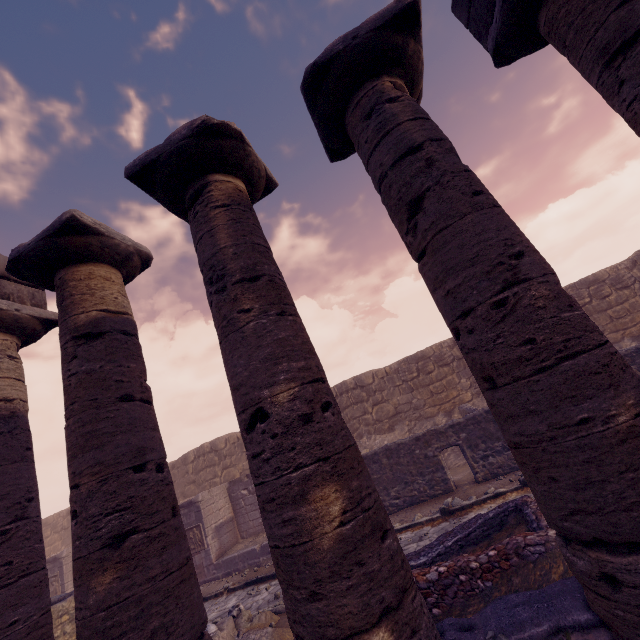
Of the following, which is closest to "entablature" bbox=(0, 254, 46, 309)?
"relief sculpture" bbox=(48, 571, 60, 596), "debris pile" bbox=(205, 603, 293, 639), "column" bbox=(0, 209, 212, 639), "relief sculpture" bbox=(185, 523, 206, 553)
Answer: "column" bbox=(0, 209, 212, 639)

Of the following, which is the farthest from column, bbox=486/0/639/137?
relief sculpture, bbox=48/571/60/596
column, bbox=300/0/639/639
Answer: relief sculpture, bbox=48/571/60/596

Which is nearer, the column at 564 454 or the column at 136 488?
the column at 564 454

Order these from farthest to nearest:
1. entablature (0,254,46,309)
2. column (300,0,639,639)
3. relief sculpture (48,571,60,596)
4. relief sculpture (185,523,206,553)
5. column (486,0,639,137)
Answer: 1. relief sculpture (48,571,60,596)
2. relief sculpture (185,523,206,553)
3. entablature (0,254,46,309)
4. column (486,0,639,137)
5. column (300,0,639,639)

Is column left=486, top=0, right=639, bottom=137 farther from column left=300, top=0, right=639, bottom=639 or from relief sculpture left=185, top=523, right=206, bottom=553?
relief sculpture left=185, top=523, right=206, bottom=553

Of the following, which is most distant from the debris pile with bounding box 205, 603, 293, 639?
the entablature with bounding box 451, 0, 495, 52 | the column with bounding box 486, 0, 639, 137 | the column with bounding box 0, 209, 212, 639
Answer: the column with bounding box 486, 0, 639, 137

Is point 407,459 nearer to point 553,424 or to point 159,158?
point 553,424

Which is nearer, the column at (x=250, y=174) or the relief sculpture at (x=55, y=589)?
the column at (x=250, y=174)
